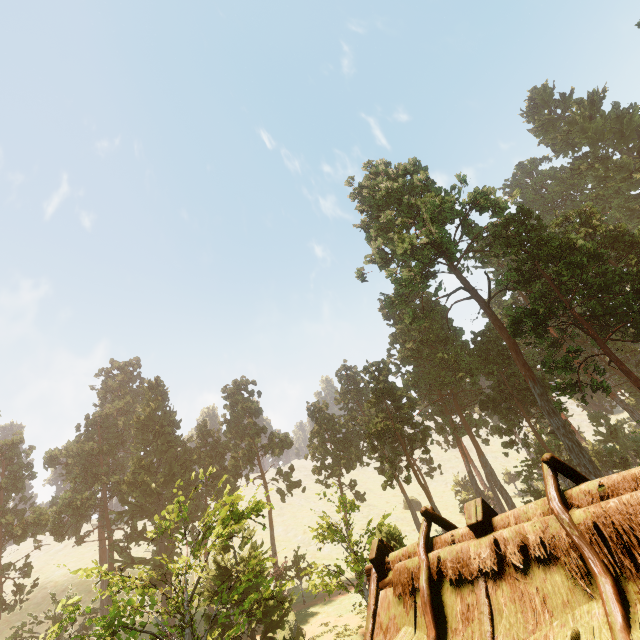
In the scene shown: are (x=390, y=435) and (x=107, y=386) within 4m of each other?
no

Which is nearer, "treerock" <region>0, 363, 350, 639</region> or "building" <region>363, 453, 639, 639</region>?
"building" <region>363, 453, 639, 639</region>

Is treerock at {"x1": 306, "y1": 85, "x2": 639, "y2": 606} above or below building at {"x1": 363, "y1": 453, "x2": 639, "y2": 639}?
above

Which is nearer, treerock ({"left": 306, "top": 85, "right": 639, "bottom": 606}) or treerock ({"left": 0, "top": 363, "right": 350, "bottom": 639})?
treerock ({"left": 0, "top": 363, "right": 350, "bottom": 639})

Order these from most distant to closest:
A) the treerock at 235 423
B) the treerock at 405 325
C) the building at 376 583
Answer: the treerock at 405 325
the treerock at 235 423
the building at 376 583

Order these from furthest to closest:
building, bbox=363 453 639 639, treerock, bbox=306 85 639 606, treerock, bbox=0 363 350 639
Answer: treerock, bbox=306 85 639 606
treerock, bbox=0 363 350 639
building, bbox=363 453 639 639

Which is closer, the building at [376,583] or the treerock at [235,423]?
the building at [376,583]
